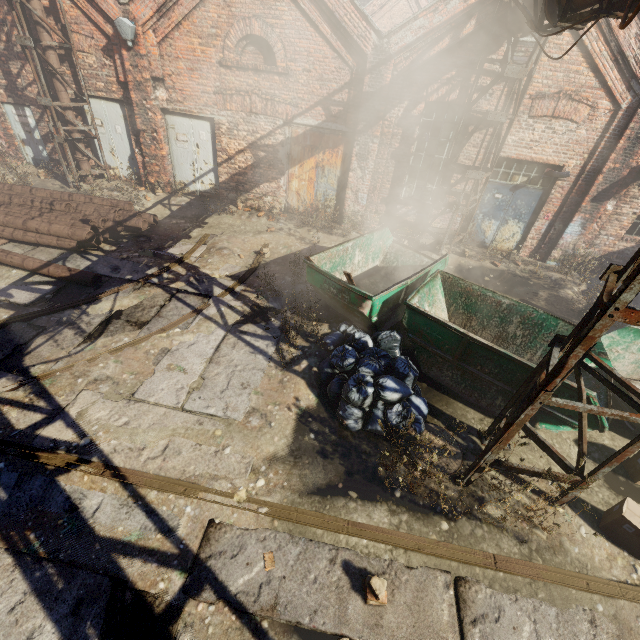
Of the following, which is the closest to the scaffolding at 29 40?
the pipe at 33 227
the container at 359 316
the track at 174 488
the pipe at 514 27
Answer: the pipe at 514 27

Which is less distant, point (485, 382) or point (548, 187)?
point (485, 382)

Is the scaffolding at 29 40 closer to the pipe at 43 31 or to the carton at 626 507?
the pipe at 43 31

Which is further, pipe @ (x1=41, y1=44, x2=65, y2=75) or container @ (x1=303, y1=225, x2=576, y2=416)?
pipe @ (x1=41, y1=44, x2=65, y2=75)

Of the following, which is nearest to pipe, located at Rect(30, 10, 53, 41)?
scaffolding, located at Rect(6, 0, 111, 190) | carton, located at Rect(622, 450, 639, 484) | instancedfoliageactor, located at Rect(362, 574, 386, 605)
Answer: scaffolding, located at Rect(6, 0, 111, 190)

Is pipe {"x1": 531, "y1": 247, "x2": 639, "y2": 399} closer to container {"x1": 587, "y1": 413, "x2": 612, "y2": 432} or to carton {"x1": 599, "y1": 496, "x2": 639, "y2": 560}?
container {"x1": 587, "y1": 413, "x2": 612, "y2": 432}

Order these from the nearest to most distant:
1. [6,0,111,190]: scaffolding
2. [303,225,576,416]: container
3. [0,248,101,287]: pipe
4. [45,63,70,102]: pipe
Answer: [303,225,576,416]: container → [0,248,101,287]: pipe → [6,0,111,190]: scaffolding → [45,63,70,102]: pipe

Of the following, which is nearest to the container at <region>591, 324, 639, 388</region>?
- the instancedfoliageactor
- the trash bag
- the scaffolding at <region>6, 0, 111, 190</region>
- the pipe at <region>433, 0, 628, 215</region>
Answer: the trash bag
